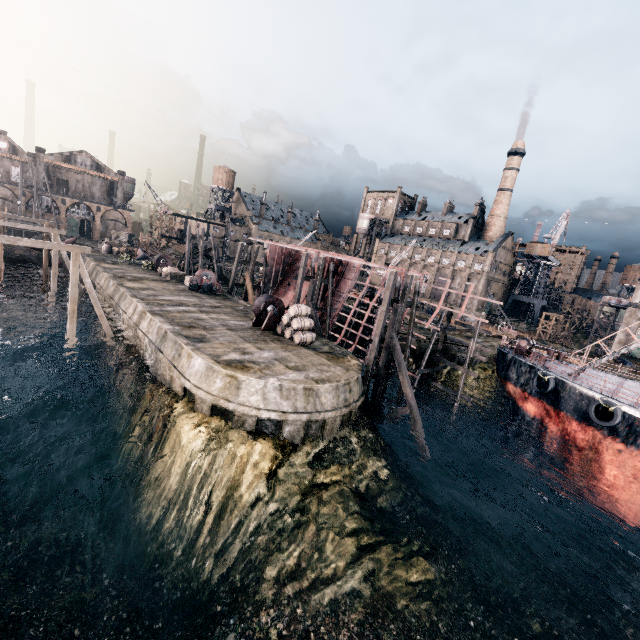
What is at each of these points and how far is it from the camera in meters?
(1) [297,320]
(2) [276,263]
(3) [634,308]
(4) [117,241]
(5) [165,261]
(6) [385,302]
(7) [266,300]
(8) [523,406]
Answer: →
(1) wooden barrel, 22.6 m
(2) ship construction, 43.5 m
(3) building, 55.0 m
(4) wooden chest, 57.1 m
(5) pulley, 42.9 m
(6) wooden scaffolding, 21.3 m
(7) pulley, 25.3 m
(8) ship, 25.3 m

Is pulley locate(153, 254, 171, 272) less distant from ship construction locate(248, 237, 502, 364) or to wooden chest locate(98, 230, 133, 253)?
ship construction locate(248, 237, 502, 364)

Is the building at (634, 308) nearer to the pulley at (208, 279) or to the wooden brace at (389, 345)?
the pulley at (208, 279)

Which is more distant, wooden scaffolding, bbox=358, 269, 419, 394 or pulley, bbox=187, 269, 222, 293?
pulley, bbox=187, 269, 222, 293

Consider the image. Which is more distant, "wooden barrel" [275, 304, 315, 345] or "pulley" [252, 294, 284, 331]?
"pulley" [252, 294, 284, 331]

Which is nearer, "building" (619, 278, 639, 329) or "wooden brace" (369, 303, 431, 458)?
"wooden brace" (369, 303, 431, 458)

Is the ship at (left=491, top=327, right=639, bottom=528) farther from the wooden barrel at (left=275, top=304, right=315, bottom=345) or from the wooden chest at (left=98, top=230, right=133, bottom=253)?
the wooden chest at (left=98, top=230, right=133, bottom=253)

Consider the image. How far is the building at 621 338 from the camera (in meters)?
55.69
